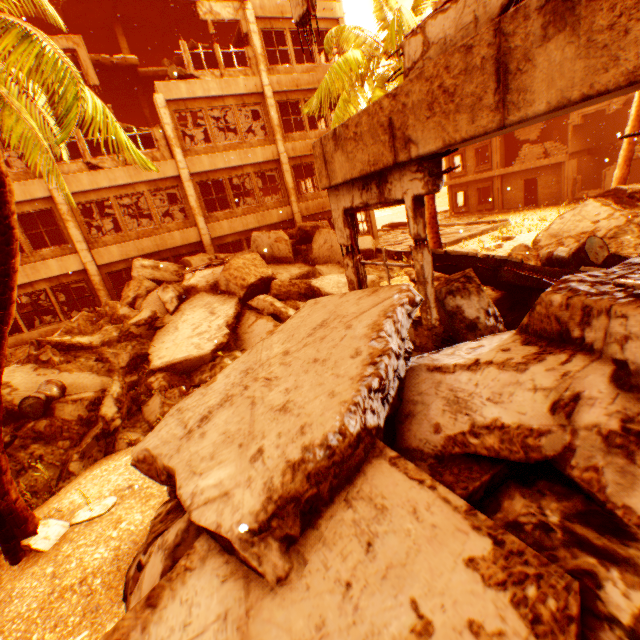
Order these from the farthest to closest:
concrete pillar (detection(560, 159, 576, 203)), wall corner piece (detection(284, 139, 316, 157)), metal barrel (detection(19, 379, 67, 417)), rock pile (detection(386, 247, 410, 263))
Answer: concrete pillar (detection(560, 159, 576, 203))
wall corner piece (detection(284, 139, 316, 157))
rock pile (detection(386, 247, 410, 263))
metal barrel (detection(19, 379, 67, 417))

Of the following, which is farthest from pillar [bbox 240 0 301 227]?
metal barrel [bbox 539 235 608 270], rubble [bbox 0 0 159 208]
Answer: metal barrel [bbox 539 235 608 270]

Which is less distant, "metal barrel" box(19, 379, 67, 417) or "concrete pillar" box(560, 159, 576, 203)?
"metal barrel" box(19, 379, 67, 417)

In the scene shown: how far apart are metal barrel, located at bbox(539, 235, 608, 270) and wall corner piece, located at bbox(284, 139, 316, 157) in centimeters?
1408cm

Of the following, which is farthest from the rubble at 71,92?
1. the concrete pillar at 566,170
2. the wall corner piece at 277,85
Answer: the concrete pillar at 566,170

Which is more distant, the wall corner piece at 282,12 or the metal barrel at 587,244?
the wall corner piece at 282,12

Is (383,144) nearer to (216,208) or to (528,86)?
(528,86)

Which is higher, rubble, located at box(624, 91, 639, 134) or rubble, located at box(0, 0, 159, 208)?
rubble, located at box(0, 0, 159, 208)
